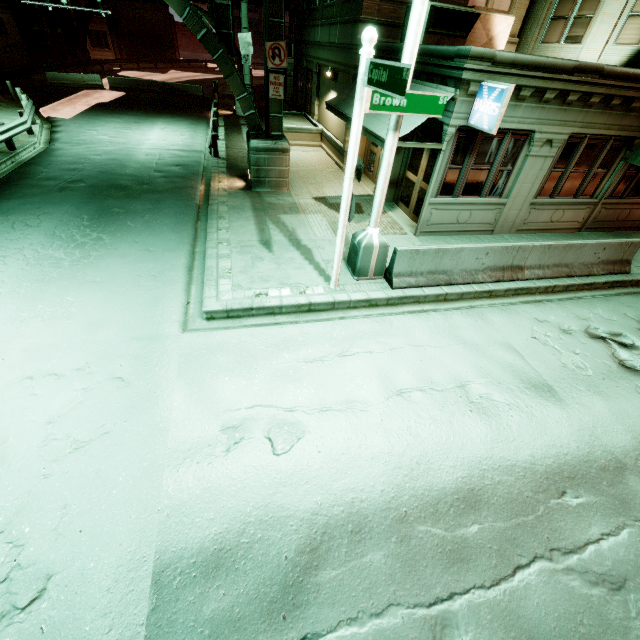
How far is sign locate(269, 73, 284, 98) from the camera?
10.50m

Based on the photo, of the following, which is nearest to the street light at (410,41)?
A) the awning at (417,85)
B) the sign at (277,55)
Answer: the awning at (417,85)

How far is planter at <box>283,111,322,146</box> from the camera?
18.00m

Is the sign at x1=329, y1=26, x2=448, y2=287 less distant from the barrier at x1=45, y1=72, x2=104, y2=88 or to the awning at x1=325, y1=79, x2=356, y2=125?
the awning at x1=325, y1=79, x2=356, y2=125

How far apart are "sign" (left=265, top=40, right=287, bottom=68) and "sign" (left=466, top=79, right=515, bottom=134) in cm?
600

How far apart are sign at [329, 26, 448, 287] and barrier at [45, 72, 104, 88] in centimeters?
3477cm

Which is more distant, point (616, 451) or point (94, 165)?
point (94, 165)

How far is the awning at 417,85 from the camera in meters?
8.1 m
